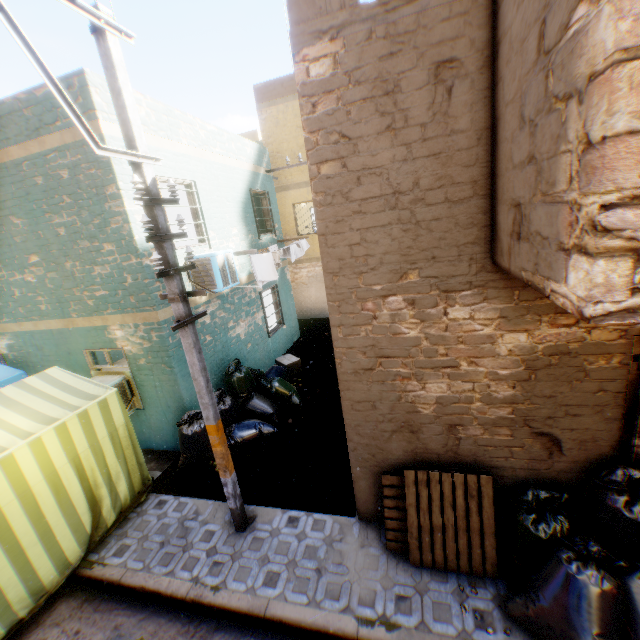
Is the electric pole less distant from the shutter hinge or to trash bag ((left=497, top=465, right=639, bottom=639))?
trash bag ((left=497, top=465, right=639, bottom=639))

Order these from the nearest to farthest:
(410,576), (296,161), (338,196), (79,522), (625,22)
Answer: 1. (625,22)
2. (338,196)
3. (410,576)
4. (79,522)
5. (296,161)

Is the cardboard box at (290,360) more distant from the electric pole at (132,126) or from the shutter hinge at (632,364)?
the shutter hinge at (632,364)

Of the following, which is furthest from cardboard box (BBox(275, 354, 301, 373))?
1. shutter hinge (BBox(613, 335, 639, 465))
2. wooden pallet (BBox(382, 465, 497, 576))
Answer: shutter hinge (BBox(613, 335, 639, 465))

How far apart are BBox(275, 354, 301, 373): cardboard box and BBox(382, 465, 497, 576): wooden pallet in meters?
5.6

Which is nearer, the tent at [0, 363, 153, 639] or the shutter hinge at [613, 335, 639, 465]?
the shutter hinge at [613, 335, 639, 465]

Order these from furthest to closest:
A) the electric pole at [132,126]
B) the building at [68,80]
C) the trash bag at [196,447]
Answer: the trash bag at [196,447] → the building at [68,80] → the electric pole at [132,126]

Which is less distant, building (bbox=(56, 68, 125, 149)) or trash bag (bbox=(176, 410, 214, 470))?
building (bbox=(56, 68, 125, 149))
